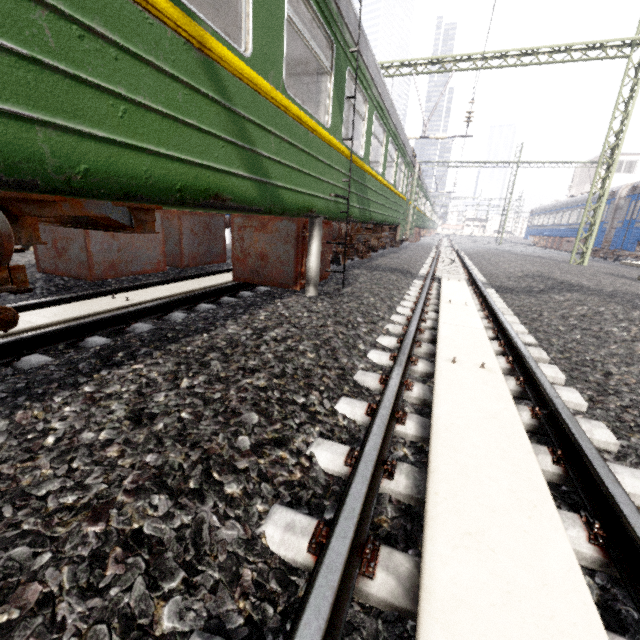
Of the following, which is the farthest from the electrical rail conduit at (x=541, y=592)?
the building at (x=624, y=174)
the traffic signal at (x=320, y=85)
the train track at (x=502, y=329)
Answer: the building at (x=624, y=174)

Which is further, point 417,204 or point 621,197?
point 621,197

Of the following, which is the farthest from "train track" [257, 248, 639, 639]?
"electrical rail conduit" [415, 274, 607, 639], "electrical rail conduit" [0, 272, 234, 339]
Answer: "electrical rail conduit" [0, 272, 234, 339]

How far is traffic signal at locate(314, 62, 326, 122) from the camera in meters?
4.0

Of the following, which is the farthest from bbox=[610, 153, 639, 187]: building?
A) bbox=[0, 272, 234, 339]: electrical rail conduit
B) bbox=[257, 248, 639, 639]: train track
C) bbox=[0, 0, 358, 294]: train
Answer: bbox=[0, 272, 234, 339]: electrical rail conduit

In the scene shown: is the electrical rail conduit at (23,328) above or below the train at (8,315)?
below

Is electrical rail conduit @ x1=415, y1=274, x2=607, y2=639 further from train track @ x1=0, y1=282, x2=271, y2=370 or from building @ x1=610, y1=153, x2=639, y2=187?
building @ x1=610, y1=153, x2=639, y2=187
